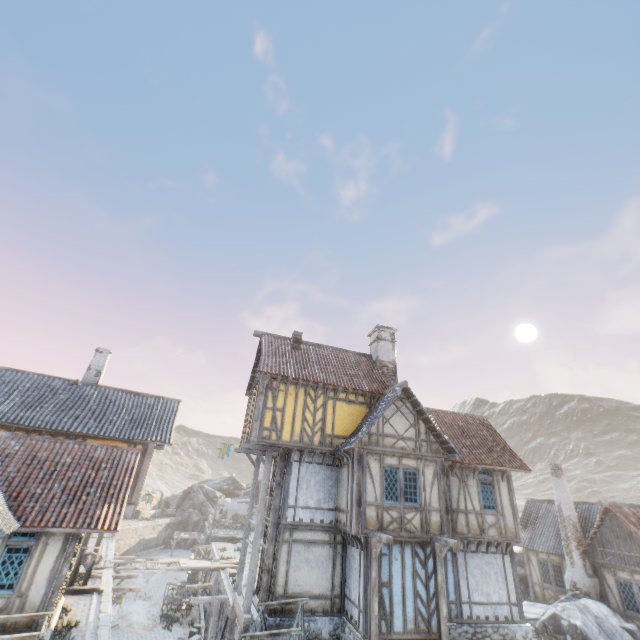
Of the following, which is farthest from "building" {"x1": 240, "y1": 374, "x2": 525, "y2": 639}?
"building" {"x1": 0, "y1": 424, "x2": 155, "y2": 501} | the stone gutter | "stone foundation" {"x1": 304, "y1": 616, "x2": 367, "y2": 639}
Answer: "building" {"x1": 0, "y1": 424, "x2": 155, "y2": 501}

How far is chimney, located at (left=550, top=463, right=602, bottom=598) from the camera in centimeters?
1770cm

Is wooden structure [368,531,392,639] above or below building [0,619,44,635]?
above

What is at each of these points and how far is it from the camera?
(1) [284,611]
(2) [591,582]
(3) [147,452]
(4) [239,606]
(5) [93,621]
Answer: (1) building, 12.18m
(2) chimney, 17.64m
(3) building, 18.42m
(4) wooden structure, 12.70m
(5) stone gutter, 12.69m

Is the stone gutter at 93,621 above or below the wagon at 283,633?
below

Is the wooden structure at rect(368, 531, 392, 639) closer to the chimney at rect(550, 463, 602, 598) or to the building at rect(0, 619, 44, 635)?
the building at rect(0, 619, 44, 635)

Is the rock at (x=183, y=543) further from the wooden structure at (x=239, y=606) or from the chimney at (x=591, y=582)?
the wooden structure at (x=239, y=606)

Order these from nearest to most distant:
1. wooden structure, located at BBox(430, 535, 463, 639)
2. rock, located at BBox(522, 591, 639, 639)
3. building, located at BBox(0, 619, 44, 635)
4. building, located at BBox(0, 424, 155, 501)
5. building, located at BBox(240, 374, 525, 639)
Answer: building, located at BBox(0, 619, 44, 635), wooden structure, located at BBox(430, 535, 463, 639), building, located at BBox(240, 374, 525, 639), rock, located at BBox(522, 591, 639, 639), building, located at BBox(0, 424, 155, 501)
